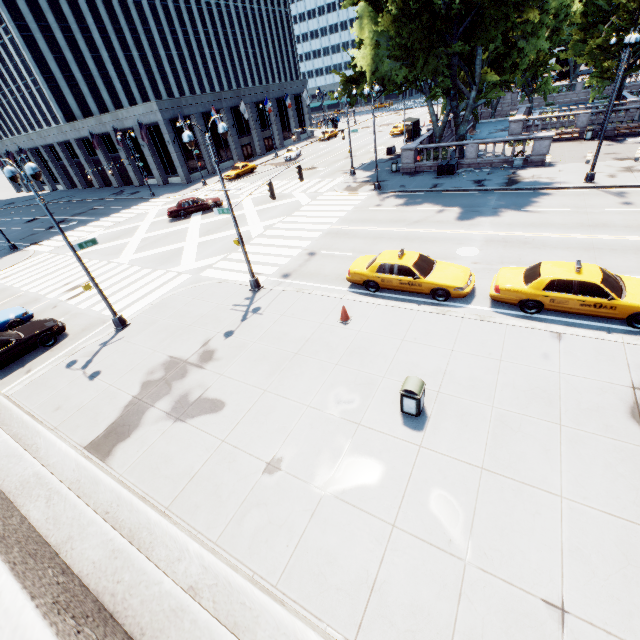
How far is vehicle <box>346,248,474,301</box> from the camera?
12.6 meters

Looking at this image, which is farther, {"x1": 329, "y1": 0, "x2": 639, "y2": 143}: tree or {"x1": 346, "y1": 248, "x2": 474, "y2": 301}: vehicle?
{"x1": 329, "y1": 0, "x2": 639, "y2": 143}: tree

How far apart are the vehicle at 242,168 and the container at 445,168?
26.1m

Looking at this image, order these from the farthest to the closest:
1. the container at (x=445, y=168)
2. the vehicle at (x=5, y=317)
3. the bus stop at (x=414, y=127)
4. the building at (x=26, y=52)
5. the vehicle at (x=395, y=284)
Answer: the building at (x=26, y=52), the bus stop at (x=414, y=127), the container at (x=445, y=168), the vehicle at (x=5, y=317), the vehicle at (x=395, y=284)

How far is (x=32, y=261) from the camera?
27.28m

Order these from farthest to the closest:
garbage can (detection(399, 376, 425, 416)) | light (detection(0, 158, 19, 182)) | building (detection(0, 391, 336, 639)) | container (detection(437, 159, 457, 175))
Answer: container (detection(437, 159, 457, 175)), light (detection(0, 158, 19, 182)), garbage can (detection(399, 376, 425, 416)), building (detection(0, 391, 336, 639))

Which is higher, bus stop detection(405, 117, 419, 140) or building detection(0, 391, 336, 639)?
building detection(0, 391, 336, 639)

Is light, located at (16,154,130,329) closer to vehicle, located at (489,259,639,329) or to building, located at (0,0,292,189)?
vehicle, located at (489,259,639,329)
